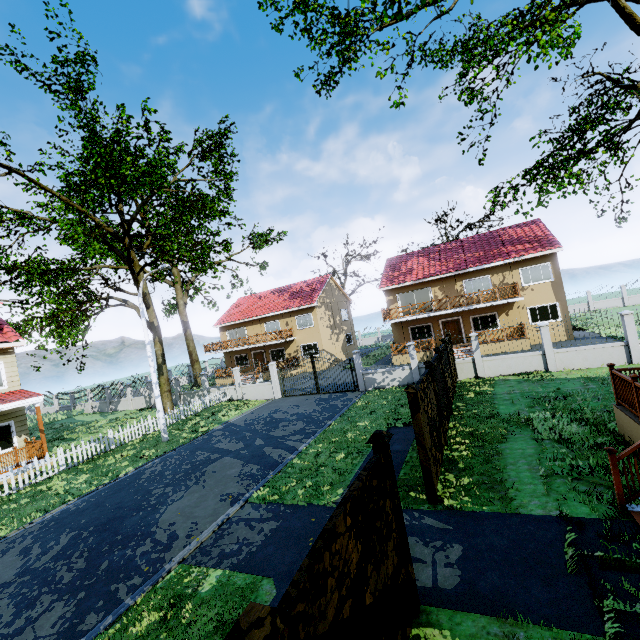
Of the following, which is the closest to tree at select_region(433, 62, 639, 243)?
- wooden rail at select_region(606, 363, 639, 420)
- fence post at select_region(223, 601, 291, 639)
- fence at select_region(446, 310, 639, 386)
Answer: fence at select_region(446, 310, 639, 386)

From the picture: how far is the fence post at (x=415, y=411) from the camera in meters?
6.9 m

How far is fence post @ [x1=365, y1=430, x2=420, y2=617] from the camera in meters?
4.5 m

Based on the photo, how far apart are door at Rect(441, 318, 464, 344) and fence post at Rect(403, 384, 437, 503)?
21.5 meters

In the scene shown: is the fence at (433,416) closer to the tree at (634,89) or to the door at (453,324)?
the tree at (634,89)

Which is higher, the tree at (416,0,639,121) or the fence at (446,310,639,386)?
the tree at (416,0,639,121)

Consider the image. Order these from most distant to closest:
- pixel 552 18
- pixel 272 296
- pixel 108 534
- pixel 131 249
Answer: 1. pixel 272 296
2. pixel 131 249
3. pixel 552 18
4. pixel 108 534

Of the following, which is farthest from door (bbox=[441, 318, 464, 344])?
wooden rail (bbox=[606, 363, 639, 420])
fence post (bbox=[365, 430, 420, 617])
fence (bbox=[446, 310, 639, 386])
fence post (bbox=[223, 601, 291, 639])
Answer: fence post (bbox=[223, 601, 291, 639])
